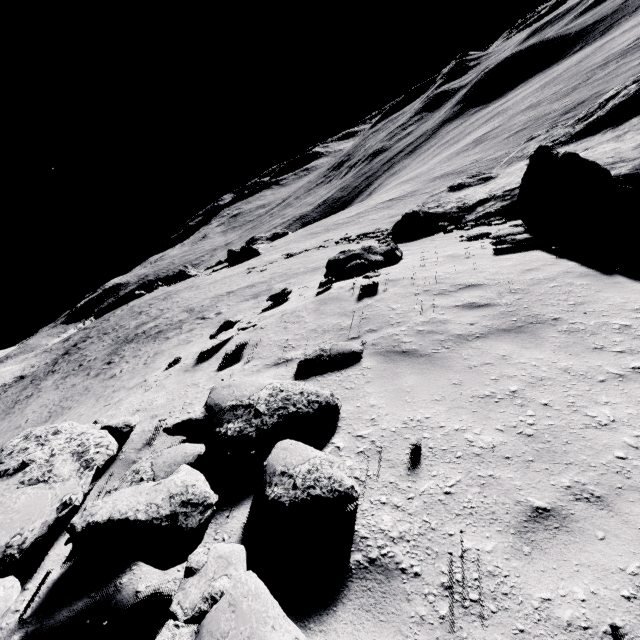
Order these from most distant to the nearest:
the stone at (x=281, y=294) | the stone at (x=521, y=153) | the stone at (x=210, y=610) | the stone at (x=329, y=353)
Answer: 1. the stone at (x=281, y=294)
2. the stone at (x=521, y=153)
3. the stone at (x=329, y=353)
4. the stone at (x=210, y=610)

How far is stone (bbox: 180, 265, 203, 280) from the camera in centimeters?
5769cm

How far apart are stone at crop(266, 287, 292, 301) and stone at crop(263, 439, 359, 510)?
9.0m

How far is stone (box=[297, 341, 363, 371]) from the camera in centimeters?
531cm

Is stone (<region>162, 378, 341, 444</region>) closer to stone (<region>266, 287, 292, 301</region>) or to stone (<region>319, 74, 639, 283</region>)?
stone (<region>319, 74, 639, 283</region>)

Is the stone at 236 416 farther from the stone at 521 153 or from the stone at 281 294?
the stone at 281 294

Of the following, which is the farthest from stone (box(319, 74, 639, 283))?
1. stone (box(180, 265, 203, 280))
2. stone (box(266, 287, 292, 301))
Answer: stone (box(180, 265, 203, 280))

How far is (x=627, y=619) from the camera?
1.9m
